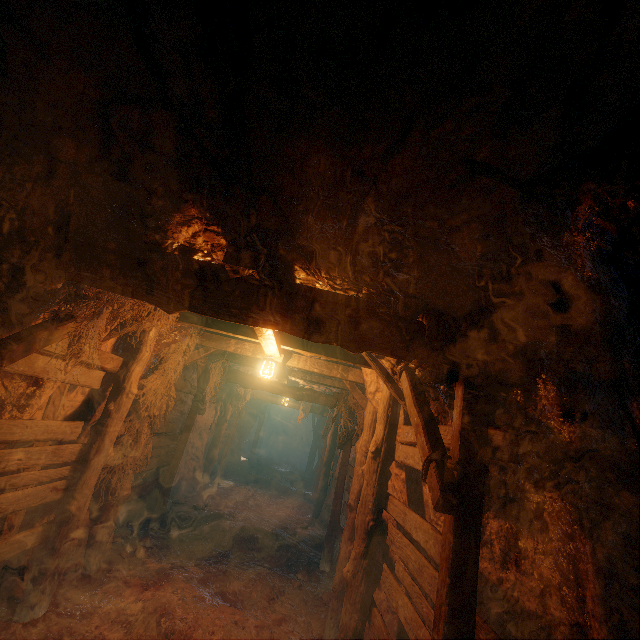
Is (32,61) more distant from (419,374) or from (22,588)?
(22,588)
